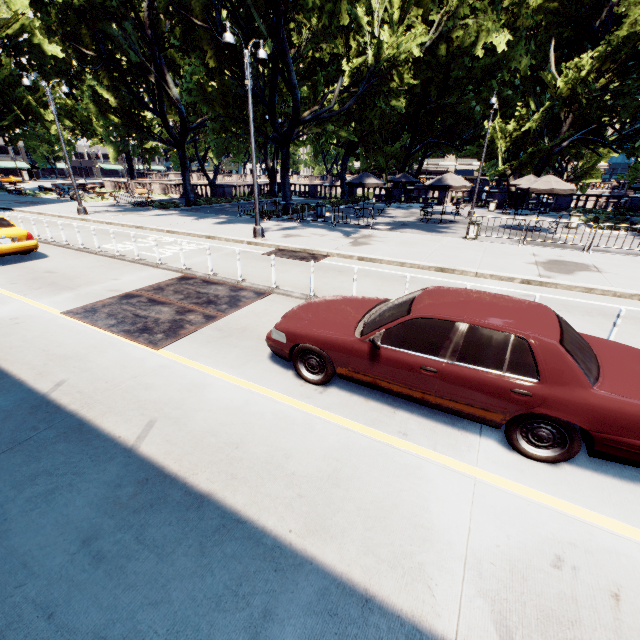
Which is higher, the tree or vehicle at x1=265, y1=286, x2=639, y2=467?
the tree

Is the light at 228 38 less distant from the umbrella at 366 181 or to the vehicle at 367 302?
the vehicle at 367 302

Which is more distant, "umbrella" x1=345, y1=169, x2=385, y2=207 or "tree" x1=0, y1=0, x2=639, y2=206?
"umbrella" x1=345, y1=169, x2=385, y2=207

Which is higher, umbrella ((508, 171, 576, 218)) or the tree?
the tree

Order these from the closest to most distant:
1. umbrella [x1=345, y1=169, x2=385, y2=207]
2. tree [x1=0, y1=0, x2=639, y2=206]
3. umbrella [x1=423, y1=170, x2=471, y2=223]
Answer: tree [x1=0, y1=0, x2=639, y2=206] < umbrella [x1=423, y1=170, x2=471, y2=223] < umbrella [x1=345, y1=169, x2=385, y2=207]

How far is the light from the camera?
11.12m

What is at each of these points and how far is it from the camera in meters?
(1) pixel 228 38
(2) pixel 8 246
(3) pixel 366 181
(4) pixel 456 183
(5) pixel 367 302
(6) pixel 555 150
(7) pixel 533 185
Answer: (1) light, 11.0 m
(2) vehicle, 10.5 m
(3) umbrella, 21.3 m
(4) umbrella, 19.3 m
(5) vehicle, 5.5 m
(6) tree, 27.8 m
(7) umbrella, 17.3 m

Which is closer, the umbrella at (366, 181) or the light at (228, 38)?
the light at (228, 38)
